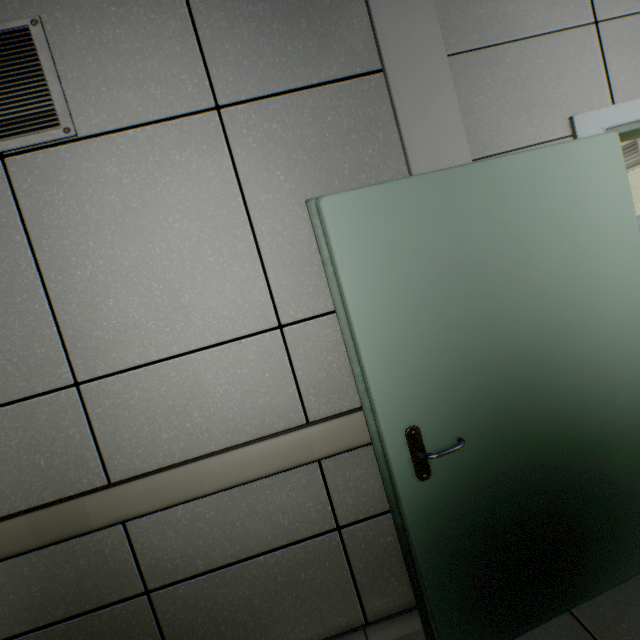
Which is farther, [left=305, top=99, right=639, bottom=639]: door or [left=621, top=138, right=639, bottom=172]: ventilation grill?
[left=621, top=138, right=639, bottom=172]: ventilation grill

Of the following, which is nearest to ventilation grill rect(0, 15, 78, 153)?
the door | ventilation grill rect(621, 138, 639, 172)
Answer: the door

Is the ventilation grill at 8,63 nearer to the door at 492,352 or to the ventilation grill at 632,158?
the door at 492,352

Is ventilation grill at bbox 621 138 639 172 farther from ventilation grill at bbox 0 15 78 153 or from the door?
ventilation grill at bbox 0 15 78 153

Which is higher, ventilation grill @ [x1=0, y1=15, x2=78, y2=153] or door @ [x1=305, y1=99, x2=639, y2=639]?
ventilation grill @ [x1=0, y1=15, x2=78, y2=153]

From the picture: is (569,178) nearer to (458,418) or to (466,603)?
(458,418)
